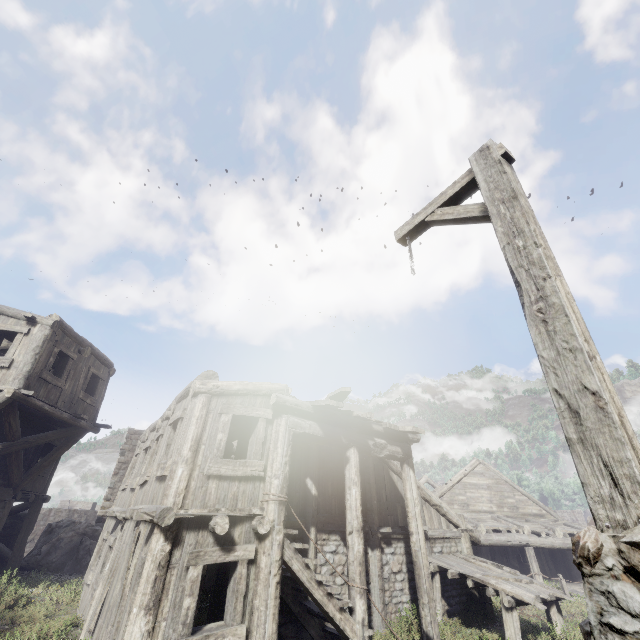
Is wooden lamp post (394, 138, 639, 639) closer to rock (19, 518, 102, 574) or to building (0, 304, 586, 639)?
building (0, 304, 586, 639)

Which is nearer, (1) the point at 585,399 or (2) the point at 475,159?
(1) the point at 585,399

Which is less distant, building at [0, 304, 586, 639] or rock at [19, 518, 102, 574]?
building at [0, 304, 586, 639]

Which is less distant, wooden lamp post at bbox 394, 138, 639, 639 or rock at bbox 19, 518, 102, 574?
wooden lamp post at bbox 394, 138, 639, 639

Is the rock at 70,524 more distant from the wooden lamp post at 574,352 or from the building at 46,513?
the wooden lamp post at 574,352

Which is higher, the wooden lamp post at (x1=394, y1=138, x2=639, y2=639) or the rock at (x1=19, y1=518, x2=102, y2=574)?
the wooden lamp post at (x1=394, y1=138, x2=639, y2=639)

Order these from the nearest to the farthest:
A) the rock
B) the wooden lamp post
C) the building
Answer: the wooden lamp post < the building < the rock
